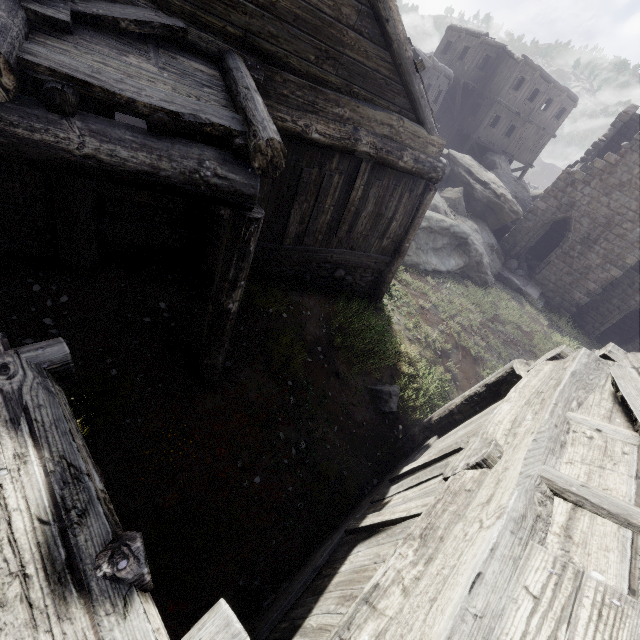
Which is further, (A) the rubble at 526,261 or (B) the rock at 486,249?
(A) the rubble at 526,261

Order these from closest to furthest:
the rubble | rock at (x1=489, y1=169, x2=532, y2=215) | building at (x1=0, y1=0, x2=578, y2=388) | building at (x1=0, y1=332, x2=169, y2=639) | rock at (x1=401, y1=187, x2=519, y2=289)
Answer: building at (x1=0, y1=332, x2=169, y2=639)
building at (x1=0, y1=0, x2=578, y2=388)
rock at (x1=401, y1=187, x2=519, y2=289)
the rubble
rock at (x1=489, y1=169, x2=532, y2=215)

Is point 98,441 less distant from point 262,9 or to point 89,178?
point 89,178

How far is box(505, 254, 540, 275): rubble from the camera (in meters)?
20.59

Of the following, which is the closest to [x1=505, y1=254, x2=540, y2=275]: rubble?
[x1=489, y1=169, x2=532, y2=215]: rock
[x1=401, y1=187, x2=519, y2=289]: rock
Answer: [x1=401, y1=187, x2=519, y2=289]: rock

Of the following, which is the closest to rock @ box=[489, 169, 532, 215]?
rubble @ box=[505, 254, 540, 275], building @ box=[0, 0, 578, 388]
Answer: building @ box=[0, 0, 578, 388]

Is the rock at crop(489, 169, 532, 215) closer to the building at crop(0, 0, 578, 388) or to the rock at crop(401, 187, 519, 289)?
the building at crop(0, 0, 578, 388)

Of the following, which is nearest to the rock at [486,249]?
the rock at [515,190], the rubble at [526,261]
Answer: the rubble at [526,261]
